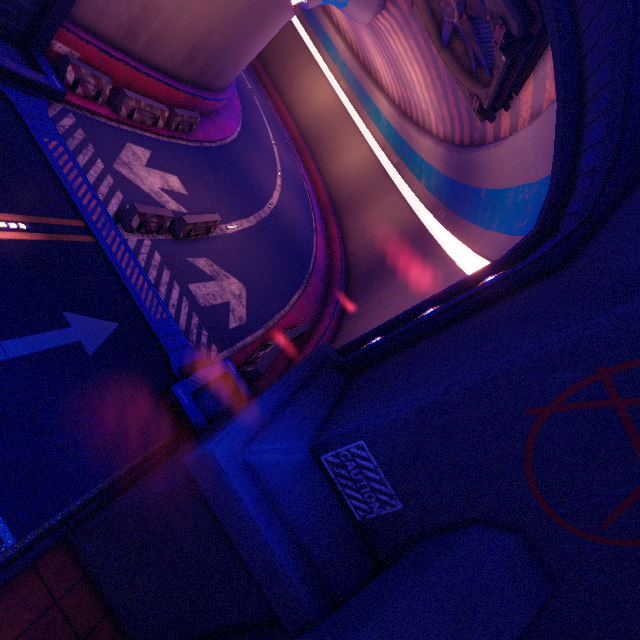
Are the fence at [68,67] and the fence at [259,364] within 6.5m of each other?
no

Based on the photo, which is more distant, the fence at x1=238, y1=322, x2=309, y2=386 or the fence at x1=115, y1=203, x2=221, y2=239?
the fence at x1=238, y1=322, x2=309, y2=386

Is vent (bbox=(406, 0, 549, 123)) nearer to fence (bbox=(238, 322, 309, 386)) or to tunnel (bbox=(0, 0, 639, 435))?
tunnel (bbox=(0, 0, 639, 435))

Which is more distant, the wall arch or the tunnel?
the tunnel

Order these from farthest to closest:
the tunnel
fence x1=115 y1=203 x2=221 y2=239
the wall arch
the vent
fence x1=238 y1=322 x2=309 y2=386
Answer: fence x1=238 y1=322 x2=309 y2=386, fence x1=115 y1=203 x2=221 y2=239, the vent, the tunnel, the wall arch

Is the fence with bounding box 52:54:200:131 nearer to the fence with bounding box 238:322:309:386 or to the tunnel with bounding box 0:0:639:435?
the tunnel with bounding box 0:0:639:435

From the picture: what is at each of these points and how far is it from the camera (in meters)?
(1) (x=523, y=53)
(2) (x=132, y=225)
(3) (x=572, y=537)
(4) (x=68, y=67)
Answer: (1) vent, 7.91
(2) fence, 9.68
(3) wall arch, 3.10
(4) fence, 10.17

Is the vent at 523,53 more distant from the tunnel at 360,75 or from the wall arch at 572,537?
the wall arch at 572,537
